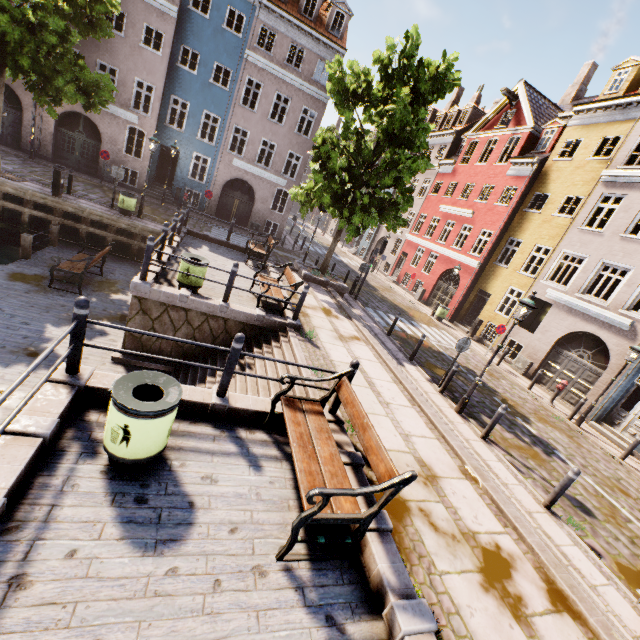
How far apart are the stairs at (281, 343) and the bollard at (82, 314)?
2.38m

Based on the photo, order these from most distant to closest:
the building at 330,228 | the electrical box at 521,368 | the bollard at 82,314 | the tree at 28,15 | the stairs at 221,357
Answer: the building at 330,228, the electrical box at 521,368, the tree at 28,15, the stairs at 221,357, the bollard at 82,314

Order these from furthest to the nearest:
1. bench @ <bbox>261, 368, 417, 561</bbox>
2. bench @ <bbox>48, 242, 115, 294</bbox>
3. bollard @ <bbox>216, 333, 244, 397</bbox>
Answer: bench @ <bbox>48, 242, 115, 294</bbox> < bollard @ <bbox>216, 333, 244, 397</bbox> < bench @ <bbox>261, 368, 417, 561</bbox>

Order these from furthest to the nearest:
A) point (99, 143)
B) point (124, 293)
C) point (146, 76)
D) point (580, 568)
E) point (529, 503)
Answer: point (99, 143) < point (146, 76) < point (124, 293) < point (529, 503) < point (580, 568)

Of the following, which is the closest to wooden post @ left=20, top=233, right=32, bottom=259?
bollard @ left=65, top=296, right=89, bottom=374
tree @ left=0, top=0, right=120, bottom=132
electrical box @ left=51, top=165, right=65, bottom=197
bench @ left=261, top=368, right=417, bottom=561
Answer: electrical box @ left=51, top=165, right=65, bottom=197

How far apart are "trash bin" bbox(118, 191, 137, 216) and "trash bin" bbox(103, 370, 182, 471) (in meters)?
14.41

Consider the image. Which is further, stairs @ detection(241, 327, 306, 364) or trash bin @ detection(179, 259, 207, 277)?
trash bin @ detection(179, 259, 207, 277)

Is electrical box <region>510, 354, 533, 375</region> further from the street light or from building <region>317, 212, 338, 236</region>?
the street light
